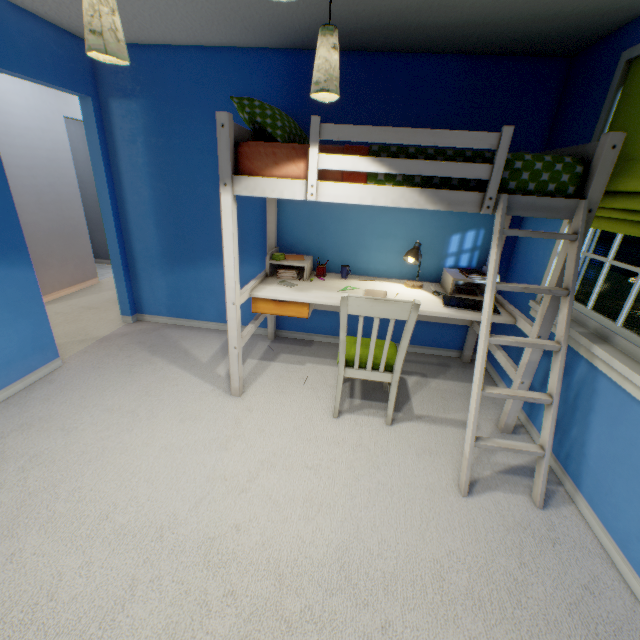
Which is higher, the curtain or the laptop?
the curtain

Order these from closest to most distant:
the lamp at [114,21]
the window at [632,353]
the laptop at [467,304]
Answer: the lamp at [114,21], the window at [632,353], the laptop at [467,304]

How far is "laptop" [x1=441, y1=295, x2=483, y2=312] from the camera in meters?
2.4 m

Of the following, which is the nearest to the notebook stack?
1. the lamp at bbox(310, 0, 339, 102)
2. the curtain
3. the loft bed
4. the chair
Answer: the loft bed

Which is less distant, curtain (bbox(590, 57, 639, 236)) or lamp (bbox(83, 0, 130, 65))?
lamp (bbox(83, 0, 130, 65))

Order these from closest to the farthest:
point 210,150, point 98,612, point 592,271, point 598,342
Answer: point 98,612 → point 598,342 → point 210,150 → point 592,271

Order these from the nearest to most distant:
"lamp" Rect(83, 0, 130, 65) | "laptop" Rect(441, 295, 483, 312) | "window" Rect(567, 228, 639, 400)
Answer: "lamp" Rect(83, 0, 130, 65)
"window" Rect(567, 228, 639, 400)
"laptop" Rect(441, 295, 483, 312)

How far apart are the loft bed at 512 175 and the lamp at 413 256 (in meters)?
0.20
